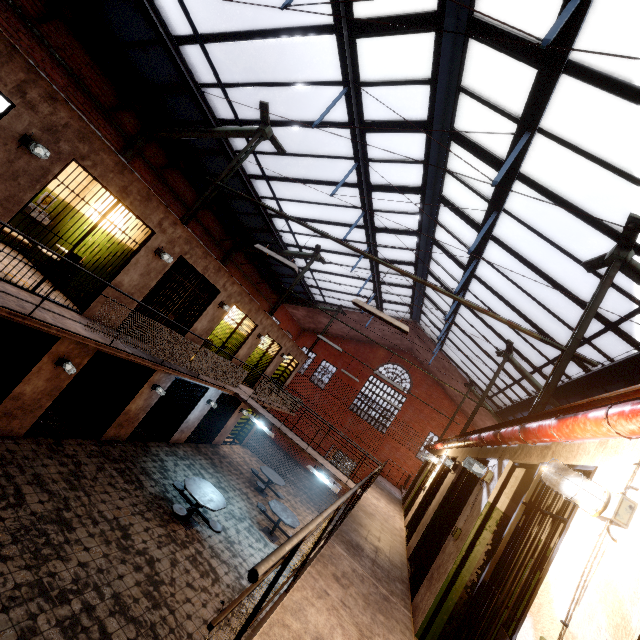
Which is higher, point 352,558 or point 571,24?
point 571,24

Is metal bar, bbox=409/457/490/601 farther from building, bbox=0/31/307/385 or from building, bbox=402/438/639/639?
building, bbox=0/31/307/385

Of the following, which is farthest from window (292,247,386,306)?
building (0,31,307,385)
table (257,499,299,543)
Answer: table (257,499,299,543)

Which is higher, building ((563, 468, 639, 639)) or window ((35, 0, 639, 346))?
window ((35, 0, 639, 346))

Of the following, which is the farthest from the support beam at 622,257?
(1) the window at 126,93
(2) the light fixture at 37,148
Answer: (2) the light fixture at 37,148

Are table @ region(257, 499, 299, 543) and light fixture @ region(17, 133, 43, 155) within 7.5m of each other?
no

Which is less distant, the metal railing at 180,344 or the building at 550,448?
the building at 550,448

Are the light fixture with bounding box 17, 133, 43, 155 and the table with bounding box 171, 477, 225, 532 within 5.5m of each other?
no
